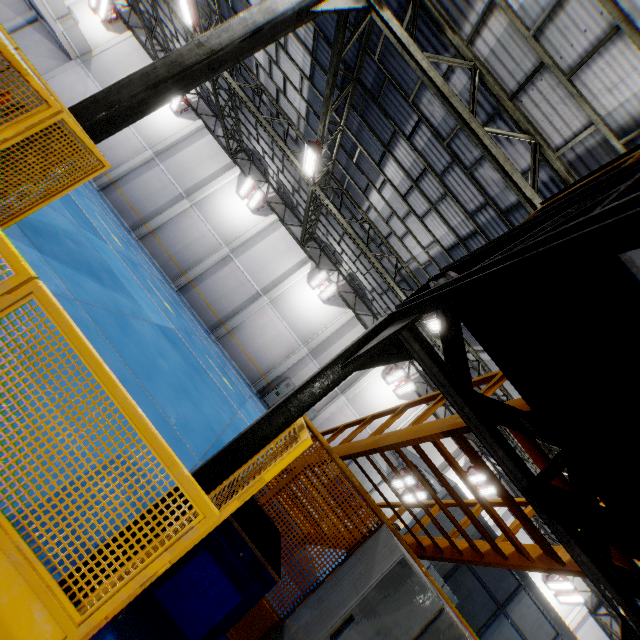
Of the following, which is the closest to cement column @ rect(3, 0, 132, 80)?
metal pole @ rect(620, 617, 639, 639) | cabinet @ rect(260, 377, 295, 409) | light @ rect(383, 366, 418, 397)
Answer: cabinet @ rect(260, 377, 295, 409)

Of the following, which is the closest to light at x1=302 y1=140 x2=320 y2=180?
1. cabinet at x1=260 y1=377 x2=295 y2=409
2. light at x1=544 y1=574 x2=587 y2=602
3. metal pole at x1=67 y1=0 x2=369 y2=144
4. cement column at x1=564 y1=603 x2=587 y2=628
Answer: metal pole at x1=67 y1=0 x2=369 y2=144

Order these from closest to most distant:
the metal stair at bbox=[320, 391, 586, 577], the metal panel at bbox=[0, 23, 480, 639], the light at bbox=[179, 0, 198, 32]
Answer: the metal panel at bbox=[0, 23, 480, 639] < the metal stair at bbox=[320, 391, 586, 577] < the light at bbox=[179, 0, 198, 32]

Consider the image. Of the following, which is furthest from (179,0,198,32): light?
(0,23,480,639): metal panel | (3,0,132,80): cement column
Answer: (3,0,132,80): cement column

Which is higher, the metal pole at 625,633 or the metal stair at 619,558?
the metal stair at 619,558

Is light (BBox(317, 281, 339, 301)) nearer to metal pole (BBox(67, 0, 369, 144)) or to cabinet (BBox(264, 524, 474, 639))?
metal pole (BBox(67, 0, 369, 144))

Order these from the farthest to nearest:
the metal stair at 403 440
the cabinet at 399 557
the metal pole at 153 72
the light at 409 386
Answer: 1. the light at 409 386
2. the metal pole at 153 72
3. the metal stair at 403 440
4. the cabinet at 399 557

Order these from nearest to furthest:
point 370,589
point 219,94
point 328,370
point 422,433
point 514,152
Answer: point 328,370, point 370,589, point 422,433, point 514,152, point 219,94
